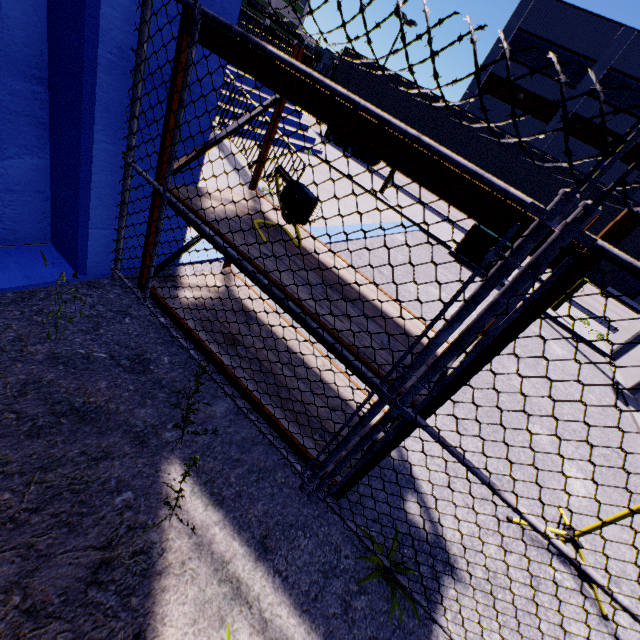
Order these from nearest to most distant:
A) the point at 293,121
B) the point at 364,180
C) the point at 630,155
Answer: the point at 293,121 → the point at 364,180 → the point at 630,155

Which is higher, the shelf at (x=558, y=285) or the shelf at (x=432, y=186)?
the shelf at (x=432, y=186)

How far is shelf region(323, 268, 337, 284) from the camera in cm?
247

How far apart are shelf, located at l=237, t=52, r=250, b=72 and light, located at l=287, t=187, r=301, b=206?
0.0 meters

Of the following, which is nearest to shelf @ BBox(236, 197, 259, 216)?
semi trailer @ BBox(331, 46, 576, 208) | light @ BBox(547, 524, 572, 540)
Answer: light @ BBox(547, 524, 572, 540)

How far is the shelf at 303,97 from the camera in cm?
163

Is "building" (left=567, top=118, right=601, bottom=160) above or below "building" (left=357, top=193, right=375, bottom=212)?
above
